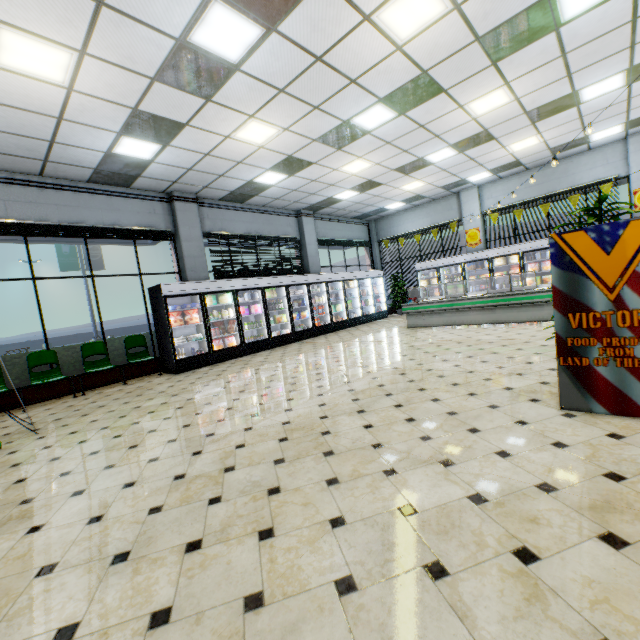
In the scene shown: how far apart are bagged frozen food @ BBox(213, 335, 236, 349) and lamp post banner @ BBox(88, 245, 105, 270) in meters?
15.6

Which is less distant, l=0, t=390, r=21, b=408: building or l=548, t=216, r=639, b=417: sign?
l=548, t=216, r=639, b=417: sign

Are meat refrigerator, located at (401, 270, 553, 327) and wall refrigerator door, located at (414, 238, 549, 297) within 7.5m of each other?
yes

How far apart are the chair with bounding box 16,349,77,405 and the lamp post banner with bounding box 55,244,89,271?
15.1 meters

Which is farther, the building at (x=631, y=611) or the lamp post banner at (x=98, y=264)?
the lamp post banner at (x=98, y=264)

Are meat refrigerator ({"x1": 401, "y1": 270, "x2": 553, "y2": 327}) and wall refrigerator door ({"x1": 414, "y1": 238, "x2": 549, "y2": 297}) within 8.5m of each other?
yes

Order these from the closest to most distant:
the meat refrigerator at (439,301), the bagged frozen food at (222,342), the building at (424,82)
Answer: the building at (424,82) → the meat refrigerator at (439,301) → the bagged frozen food at (222,342)

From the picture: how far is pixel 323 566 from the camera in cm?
166
